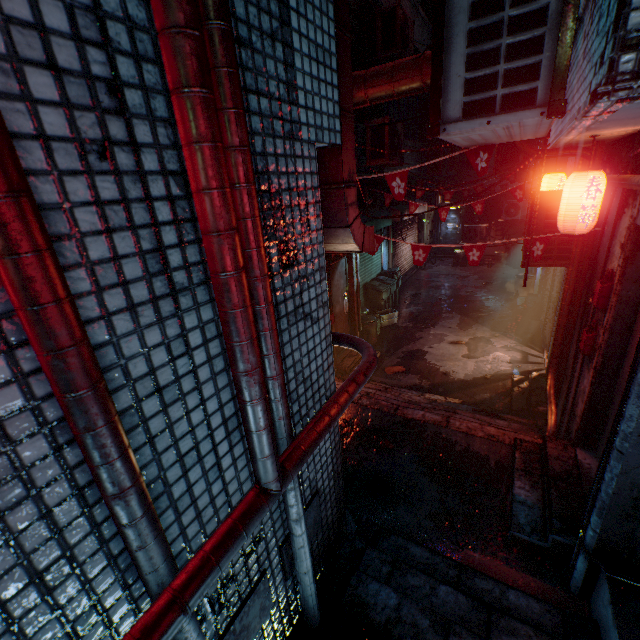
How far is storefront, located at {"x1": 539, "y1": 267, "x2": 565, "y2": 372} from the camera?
5.94m

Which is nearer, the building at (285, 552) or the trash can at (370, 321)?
the building at (285, 552)

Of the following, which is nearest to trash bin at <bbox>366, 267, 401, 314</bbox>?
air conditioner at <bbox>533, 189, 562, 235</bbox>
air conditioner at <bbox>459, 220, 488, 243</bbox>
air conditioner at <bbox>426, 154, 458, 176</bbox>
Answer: air conditioner at <bbox>426, 154, 458, 176</bbox>

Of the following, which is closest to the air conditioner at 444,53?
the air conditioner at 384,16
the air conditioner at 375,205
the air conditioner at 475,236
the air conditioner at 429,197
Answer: the air conditioner at 384,16

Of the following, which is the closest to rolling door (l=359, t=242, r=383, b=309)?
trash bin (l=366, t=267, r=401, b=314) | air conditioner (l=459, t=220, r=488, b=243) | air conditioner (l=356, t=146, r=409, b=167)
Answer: trash bin (l=366, t=267, r=401, b=314)

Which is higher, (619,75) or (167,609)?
(619,75)

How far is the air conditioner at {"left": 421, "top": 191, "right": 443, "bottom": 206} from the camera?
13.0 meters

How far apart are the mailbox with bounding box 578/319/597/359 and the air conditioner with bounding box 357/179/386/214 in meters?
5.2
